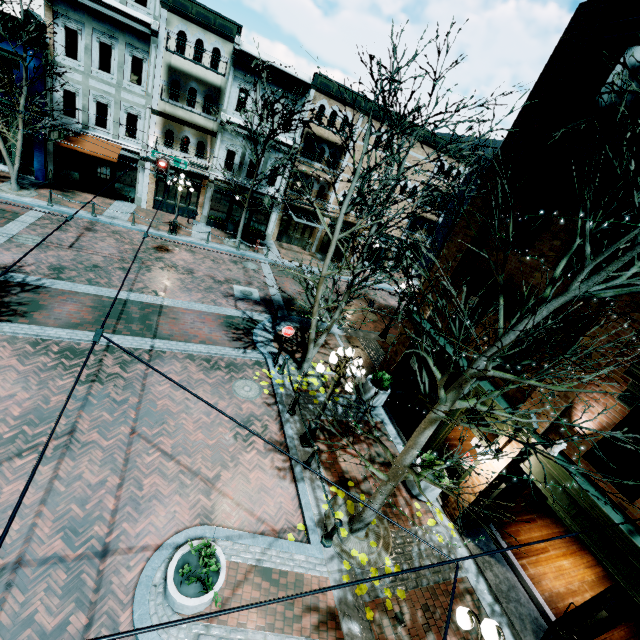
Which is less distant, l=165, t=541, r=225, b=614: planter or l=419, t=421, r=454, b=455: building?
l=165, t=541, r=225, b=614: planter

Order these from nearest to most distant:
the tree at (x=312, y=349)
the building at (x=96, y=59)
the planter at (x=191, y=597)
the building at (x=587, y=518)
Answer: the planter at (x=191, y=597) < the building at (x=587, y=518) < the tree at (x=312, y=349) < the building at (x=96, y=59)

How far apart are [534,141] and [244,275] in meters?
14.9 m

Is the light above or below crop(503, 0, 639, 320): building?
below

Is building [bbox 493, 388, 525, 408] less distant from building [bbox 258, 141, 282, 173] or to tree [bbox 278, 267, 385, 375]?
tree [bbox 278, 267, 385, 375]

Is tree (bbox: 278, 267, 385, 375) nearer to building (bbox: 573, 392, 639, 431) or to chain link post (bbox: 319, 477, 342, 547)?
chain link post (bbox: 319, 477, 342, 547)

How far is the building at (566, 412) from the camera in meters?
6.9

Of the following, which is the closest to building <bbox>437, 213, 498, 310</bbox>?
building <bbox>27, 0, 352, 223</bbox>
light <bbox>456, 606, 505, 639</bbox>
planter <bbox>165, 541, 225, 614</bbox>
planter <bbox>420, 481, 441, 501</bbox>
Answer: planter <bbox>420, 481, 441, 501</bbox>
